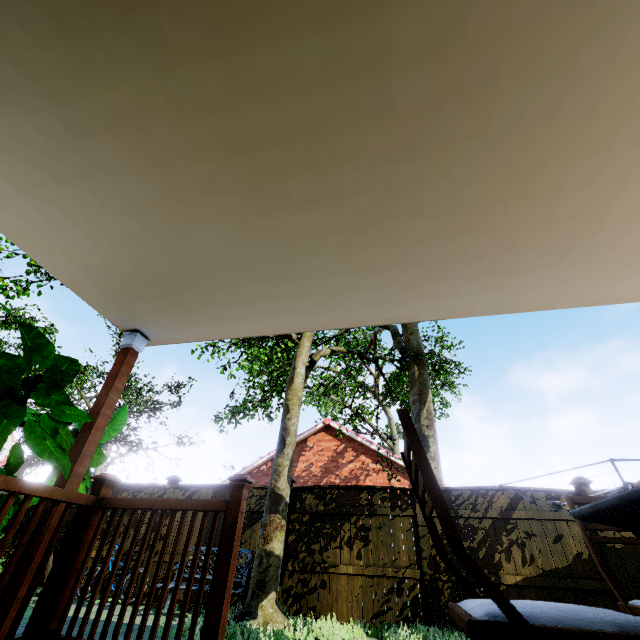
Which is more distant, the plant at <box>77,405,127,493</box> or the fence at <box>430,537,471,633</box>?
the fence at <box>430,537,471,633</box>

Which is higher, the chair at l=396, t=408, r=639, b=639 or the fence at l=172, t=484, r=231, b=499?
the fence at l=172, t=484, r=231, b=499

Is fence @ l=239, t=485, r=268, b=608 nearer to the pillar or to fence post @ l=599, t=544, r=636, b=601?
the pillar

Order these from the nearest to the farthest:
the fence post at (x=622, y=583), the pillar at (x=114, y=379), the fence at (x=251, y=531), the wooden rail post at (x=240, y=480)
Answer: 1. the wooden rail post at (x=240, y=480)
2. the pillar at (x=114, y=379)
3. the fence post at (x=622, y=583)
4. the fence at (x=251, y=531)

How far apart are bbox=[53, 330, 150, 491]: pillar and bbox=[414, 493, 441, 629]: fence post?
6.2m

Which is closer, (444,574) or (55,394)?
(55,394)

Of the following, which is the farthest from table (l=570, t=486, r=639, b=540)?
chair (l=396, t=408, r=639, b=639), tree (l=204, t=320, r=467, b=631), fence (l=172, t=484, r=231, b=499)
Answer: tree (l=204, t=320, r=467, b=631)

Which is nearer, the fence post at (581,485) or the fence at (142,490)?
the fence post at (581,485)
